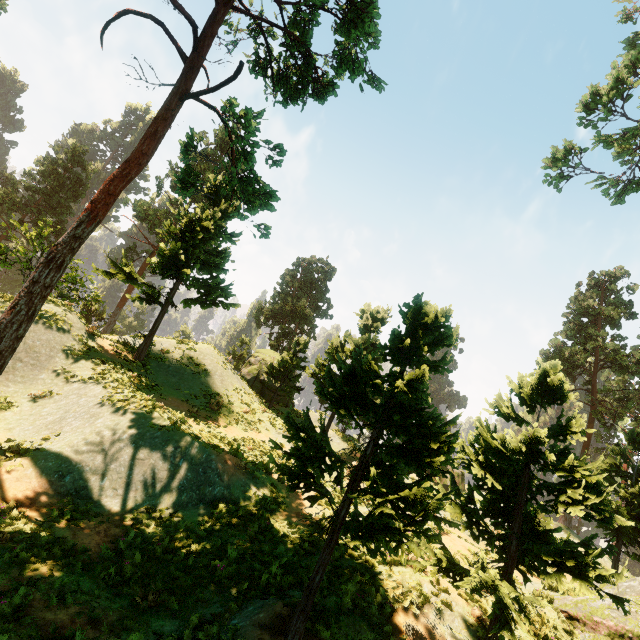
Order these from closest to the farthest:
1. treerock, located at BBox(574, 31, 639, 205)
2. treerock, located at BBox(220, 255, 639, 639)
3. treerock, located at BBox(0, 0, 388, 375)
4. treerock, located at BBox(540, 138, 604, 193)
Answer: treerock, located at BBox(220, 255, 639, 639) → treerock, located at BBox(0, 0, 388, 375) → treerock, located at BBox(574, 31, 639, 205) → treerock, located at BBox(540, 138, 604, 193)

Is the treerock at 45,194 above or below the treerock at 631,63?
below

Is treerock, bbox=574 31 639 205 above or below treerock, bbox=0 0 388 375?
above

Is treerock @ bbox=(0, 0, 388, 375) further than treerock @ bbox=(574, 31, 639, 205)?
No

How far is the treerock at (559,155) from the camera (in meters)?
18.47

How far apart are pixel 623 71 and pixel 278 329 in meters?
41.4
